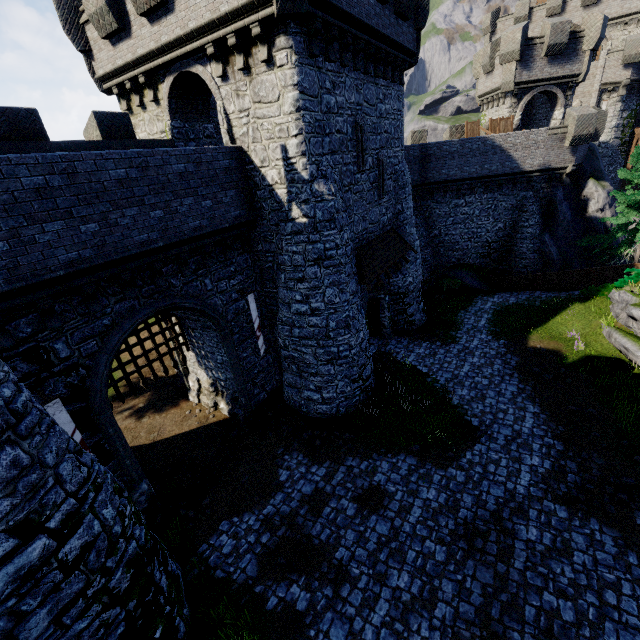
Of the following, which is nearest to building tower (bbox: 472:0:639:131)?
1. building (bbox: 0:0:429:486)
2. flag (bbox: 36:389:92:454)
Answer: building (bbox: 0:0:429:486)

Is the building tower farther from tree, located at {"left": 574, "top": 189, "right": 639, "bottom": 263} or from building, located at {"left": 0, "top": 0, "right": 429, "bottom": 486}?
building, located at {"left": 0, "top": 0, "right": 429, "bottom": 486}

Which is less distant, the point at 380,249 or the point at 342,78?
the point at 342,78

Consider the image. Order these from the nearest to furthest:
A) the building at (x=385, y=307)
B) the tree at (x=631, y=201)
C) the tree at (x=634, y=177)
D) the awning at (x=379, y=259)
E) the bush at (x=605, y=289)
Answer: the awning at (x=379, y=259)
the building at (x=385, y=307)
the bush at (x=605, y=289)
the tree at (x=634, y=177)
the tree at (x=631, y=201)

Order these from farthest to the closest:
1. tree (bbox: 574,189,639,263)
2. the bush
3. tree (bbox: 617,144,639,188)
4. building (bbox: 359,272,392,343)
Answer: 1. tree (bbox: 574,189,639,263)
2. tree (bbox: 617,144,639,188)
3. the bush
4. building (bbox: 359,272,392,343)

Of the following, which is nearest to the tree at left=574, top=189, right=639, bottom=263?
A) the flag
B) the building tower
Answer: the building tower

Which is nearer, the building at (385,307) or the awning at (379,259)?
the awning at (379,259)

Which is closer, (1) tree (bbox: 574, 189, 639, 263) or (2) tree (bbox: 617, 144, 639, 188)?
(2) tree (bbox: 617, 144, 639, 188)
